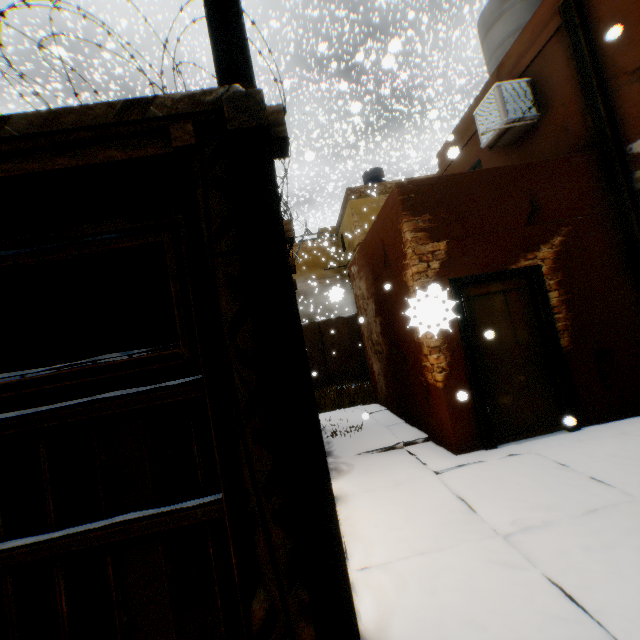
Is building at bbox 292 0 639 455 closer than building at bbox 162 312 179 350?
Yes

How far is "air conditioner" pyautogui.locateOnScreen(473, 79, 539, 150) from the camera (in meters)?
6.18

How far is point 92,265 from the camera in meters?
4.0

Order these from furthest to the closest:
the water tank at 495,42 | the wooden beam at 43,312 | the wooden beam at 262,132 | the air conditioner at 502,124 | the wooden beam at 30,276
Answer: the water tank at 495,42 < the air conditioner at 502,124 < the wooden beam at 43,312 < the wooden beam at 30,276 < the wooden beam at 262,132

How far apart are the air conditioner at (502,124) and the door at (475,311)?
2.38m

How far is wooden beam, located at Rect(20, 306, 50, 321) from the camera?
5.55m

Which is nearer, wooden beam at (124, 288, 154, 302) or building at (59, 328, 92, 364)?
wooden beam at (124, 288, 154, 302)

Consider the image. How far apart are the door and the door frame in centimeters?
0cm
